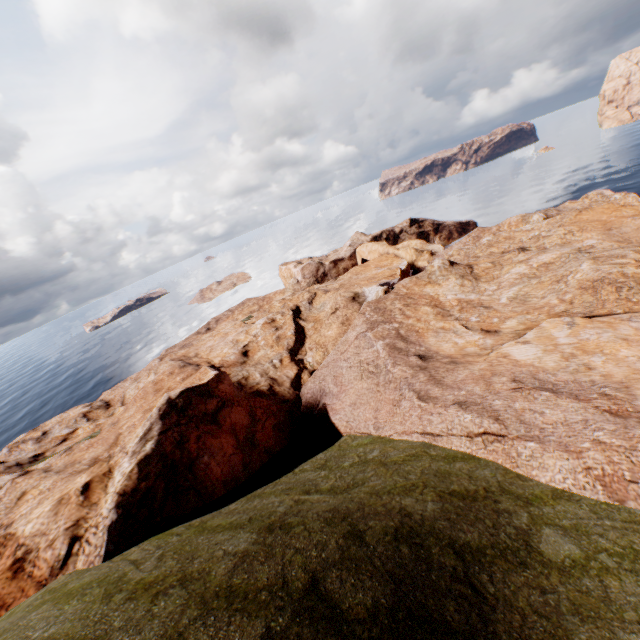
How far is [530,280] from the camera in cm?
3088
